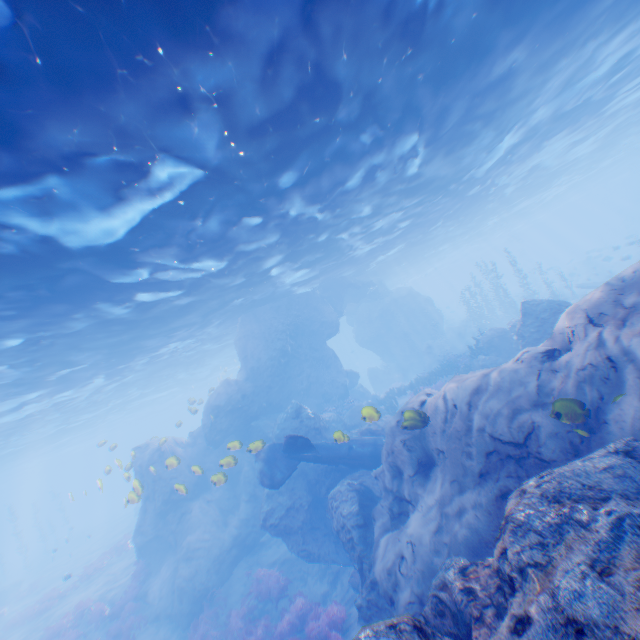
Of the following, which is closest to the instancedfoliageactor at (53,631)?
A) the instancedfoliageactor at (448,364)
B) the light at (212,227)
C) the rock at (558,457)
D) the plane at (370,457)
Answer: the rock at (558,457)

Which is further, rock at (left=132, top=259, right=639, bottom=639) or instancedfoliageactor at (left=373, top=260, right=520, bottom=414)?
instancedfoliageactor at (left=373, top=260, right=520, bottom=414)

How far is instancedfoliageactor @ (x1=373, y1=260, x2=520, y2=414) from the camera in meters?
21.5

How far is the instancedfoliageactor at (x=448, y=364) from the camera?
21.5m

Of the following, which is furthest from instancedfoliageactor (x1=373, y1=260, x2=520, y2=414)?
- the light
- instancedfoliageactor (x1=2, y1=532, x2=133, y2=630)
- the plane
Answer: instancedfoliageactor (x1=2, y1=532, x2=133, y2=630)

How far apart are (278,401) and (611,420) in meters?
20.2 m

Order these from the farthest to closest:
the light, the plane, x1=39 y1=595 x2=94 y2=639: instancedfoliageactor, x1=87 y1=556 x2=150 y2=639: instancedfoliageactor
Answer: x1=39 y1=595 x2=94 y2=639: instancedfoliageactor
x1=87 y1=556 x2=150 y2=639: instancedfoliageactor
the plane
the light

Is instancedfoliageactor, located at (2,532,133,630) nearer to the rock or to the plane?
the rock
